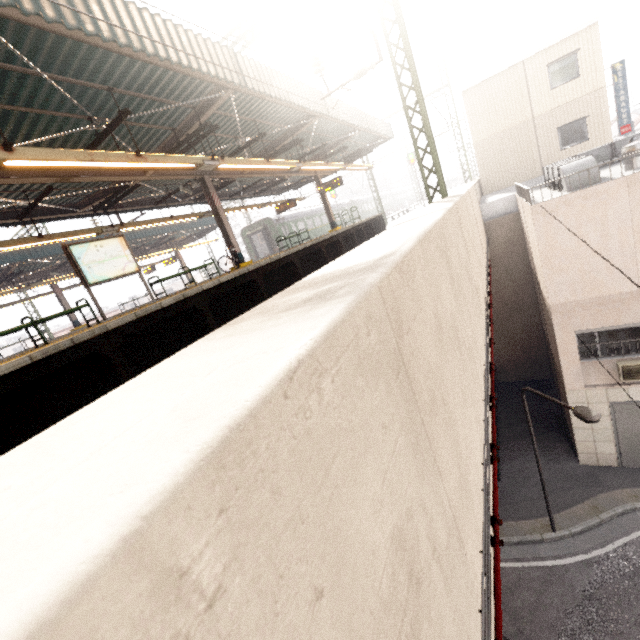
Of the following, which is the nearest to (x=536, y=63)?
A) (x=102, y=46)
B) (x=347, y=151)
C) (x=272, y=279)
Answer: (x=347, y=151)

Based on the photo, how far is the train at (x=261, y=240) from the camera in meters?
28.7 m

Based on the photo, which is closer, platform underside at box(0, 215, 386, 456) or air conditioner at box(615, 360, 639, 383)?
platform underside at box(0, 215, 386, 456)

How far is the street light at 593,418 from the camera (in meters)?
6.23

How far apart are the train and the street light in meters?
23.6

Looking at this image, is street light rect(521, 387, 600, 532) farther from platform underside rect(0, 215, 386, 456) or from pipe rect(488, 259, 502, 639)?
platform underside rect(0, 215, 386, 456)

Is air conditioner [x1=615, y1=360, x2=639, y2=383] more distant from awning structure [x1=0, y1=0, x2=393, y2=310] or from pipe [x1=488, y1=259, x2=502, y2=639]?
awning structure [x1=0, y1=0, x2=393, y2=310]

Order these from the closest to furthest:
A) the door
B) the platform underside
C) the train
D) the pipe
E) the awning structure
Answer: the pipe < the platform underside < the awning structure < the door < the train
